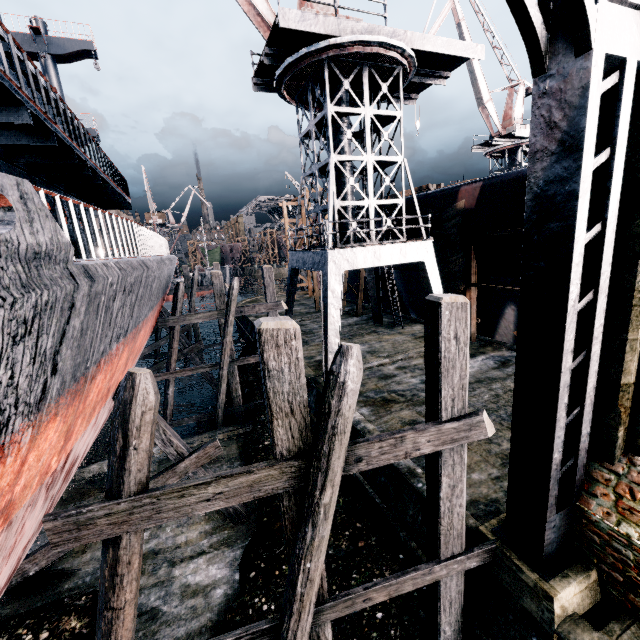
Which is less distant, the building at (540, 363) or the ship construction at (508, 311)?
the building at (540, 363)

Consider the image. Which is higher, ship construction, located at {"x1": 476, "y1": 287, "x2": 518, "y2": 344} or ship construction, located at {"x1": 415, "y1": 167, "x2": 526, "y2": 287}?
ship construction, located at {"x1": 415, "y1": 167, "x2": 526, "y2": 287}

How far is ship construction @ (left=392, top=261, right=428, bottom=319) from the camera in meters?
22.5

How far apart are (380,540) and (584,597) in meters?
5.2

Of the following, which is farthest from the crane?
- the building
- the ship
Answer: the building

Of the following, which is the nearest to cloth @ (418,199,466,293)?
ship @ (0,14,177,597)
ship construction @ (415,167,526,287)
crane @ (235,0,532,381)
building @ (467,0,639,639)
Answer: ship construction @ (415,167,526,287)

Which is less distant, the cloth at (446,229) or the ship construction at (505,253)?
the ship construction at (505,253)

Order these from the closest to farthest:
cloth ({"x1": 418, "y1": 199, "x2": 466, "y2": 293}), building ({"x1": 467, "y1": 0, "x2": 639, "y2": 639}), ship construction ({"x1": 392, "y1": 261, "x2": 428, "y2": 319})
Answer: building ({"x1": 467, "y1": 0, "x2": 639, "y2": 639}) → cloth ({"x1": 418, "y1": 199, "x2": 466, "y2": 293}) → ship construction ({"x1": 392, "y1": 261, "x2": 428, "y2": 319})
